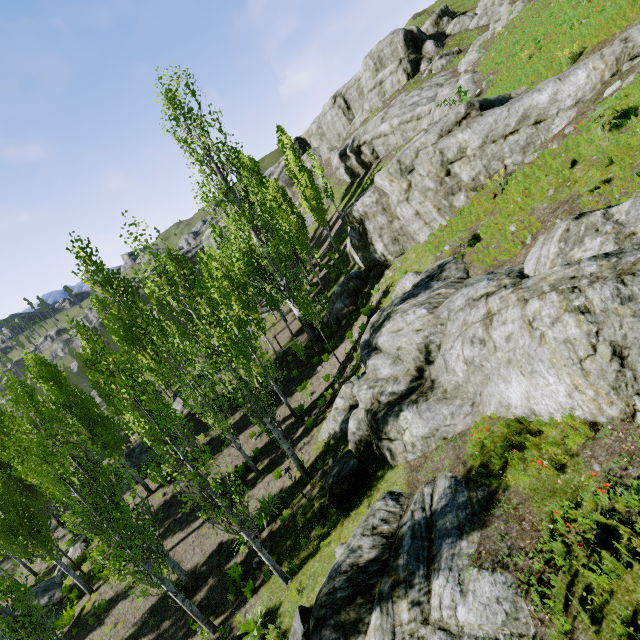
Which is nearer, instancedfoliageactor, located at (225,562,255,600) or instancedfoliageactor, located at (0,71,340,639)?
instancedfoliageactor, located at (0,71,340,639)

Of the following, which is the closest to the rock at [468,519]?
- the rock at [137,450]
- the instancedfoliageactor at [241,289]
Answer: the instancedfoliageactor at [241,289]

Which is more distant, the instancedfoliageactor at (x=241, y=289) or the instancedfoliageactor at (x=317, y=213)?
the instancedfoliageactor at (x=317, y=213)

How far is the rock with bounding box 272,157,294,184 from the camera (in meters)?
58.81

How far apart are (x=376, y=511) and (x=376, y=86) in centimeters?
5156cm

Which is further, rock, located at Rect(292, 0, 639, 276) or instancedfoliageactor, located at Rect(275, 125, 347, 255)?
instancedfoliageactor, located at Rect(275, 125, 347, 255)

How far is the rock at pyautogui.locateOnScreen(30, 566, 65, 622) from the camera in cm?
1684

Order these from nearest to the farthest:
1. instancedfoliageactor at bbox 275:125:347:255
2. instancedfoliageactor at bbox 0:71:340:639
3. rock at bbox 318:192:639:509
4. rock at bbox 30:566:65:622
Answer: rock at bbox 318:192:639:509 → instancedfoliageactor at bbox 0:71:340:639 → rock at bbox 30:566:65:622 → instancedfoliageactor at bbox 275:125:347:255
